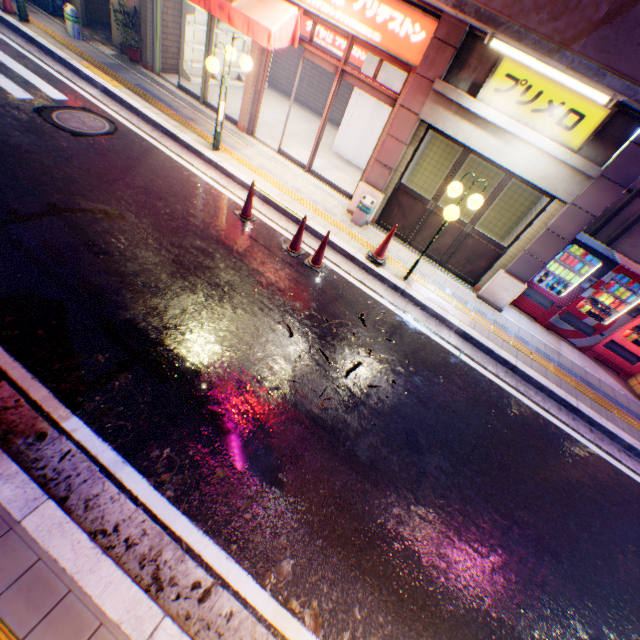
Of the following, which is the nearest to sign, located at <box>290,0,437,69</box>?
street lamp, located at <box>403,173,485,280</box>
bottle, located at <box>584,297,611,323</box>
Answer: street lamp, located at <box>403,173,485,280</box>

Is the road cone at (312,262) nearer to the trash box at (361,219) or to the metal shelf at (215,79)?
the trash box at (361,219)

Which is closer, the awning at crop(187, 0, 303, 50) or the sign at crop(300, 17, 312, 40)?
the awning at crop(187, 0, 303, 50)

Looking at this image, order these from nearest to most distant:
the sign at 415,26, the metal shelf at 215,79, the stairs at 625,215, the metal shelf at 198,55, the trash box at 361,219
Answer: the sign at 415,26, the trash box at 361,219, the stairs at 625,215, the metal shelf at 198,55, the metal shelf at 215,79

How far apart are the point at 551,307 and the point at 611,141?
3.61m

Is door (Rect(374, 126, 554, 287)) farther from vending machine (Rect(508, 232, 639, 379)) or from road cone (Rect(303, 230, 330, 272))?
road cone (Rect(303, 230, 330, 272))

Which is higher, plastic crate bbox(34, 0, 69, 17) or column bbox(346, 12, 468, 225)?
column bbox(346, 12, 468, 225)

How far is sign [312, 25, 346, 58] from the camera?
12.3m
